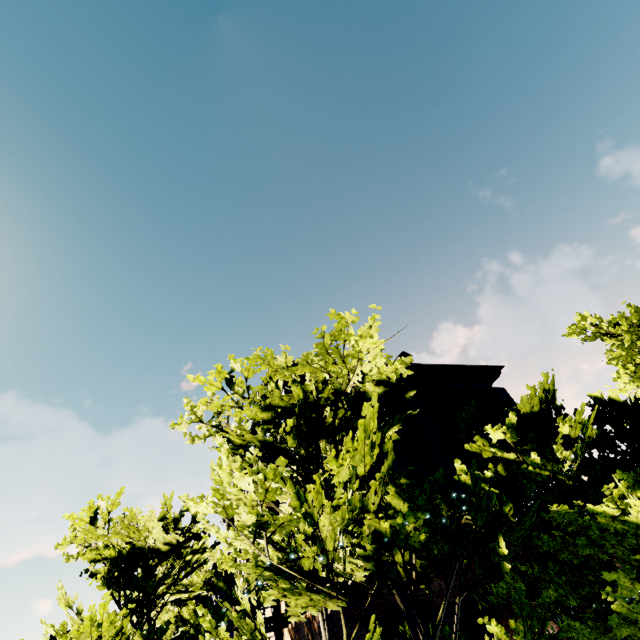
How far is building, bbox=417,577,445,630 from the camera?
7.79m

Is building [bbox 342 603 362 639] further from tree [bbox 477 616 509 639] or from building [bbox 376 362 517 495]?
building [bbox 376 362 517 495]

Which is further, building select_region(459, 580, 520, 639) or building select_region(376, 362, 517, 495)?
building select_region(376, 362, 517, 495)

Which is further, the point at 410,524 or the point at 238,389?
the point at 238,389

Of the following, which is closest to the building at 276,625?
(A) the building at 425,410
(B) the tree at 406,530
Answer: (B) the tree at 406,530

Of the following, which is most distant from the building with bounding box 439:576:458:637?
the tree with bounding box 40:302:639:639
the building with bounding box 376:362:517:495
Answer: the building with bounding box 376:362:517:495

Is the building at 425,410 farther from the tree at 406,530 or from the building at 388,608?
the building at 388,608
